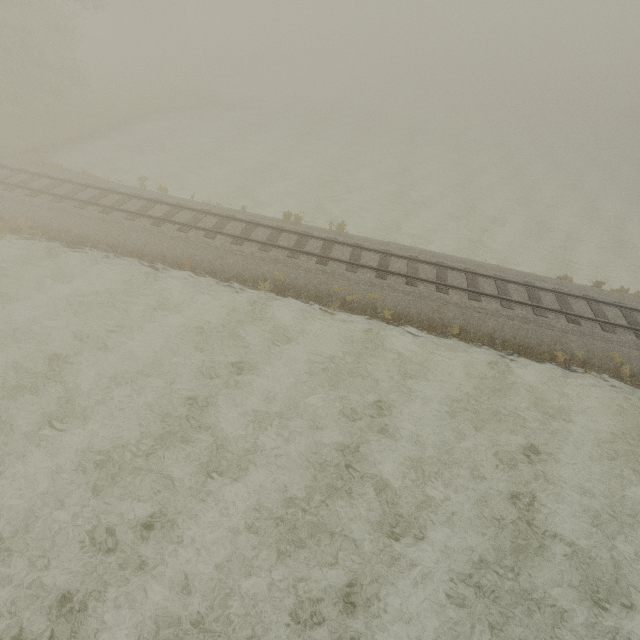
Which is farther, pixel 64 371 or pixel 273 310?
pixel 273 310
